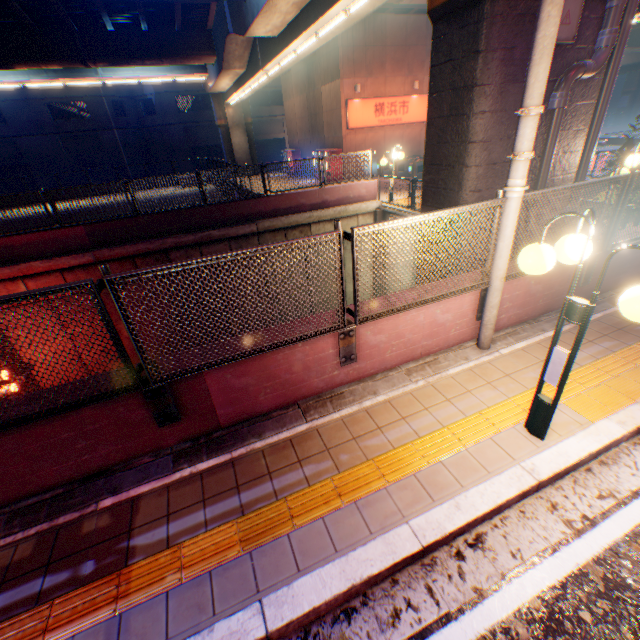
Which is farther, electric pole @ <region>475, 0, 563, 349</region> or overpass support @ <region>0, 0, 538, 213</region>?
overpass support @ <region>0, 0, 538, 213</region>

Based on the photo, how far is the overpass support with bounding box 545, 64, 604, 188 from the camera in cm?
573

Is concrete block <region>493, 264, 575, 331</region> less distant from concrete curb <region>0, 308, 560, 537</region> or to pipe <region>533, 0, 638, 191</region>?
concrete curb <region>0, 308, 560, 537</region>

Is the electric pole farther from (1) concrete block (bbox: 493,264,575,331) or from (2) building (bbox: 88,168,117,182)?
(2) building (bbox: 88,168,117,182)

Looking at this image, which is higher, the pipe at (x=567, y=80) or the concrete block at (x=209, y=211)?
the pipe at (x=567, y=80)

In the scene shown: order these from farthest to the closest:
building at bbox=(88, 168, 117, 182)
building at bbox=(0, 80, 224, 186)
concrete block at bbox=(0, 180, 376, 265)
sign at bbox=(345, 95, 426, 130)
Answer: building at bbox=(88, 168, 117, 182)
building at bbox=(0, 80, 224, 186)
sign at bbox=(345, 95, 426, 130)
concrete block at bbox=(0, 180, 376, 265)

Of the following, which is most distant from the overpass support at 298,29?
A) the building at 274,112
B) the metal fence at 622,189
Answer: the building at 274,112

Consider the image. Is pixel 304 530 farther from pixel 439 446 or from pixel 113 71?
pixel 113 71
